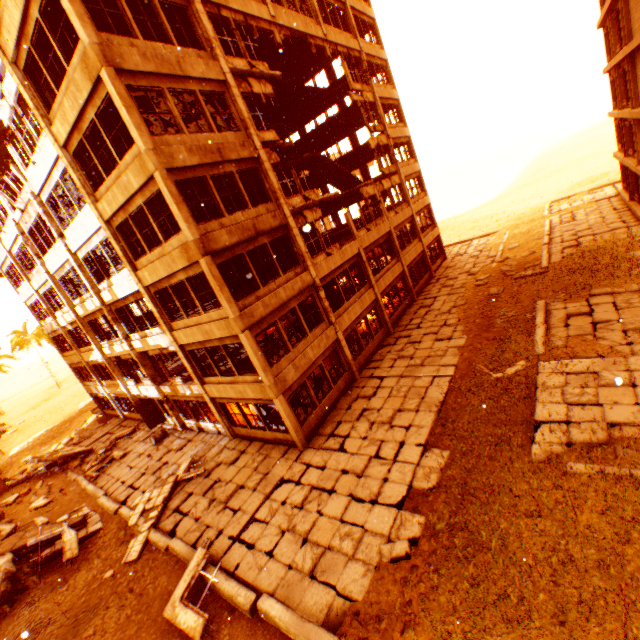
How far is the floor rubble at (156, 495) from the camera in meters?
12.0 m

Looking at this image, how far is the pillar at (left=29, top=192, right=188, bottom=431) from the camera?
16.0 meters

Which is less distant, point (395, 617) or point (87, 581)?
point (395, 617)

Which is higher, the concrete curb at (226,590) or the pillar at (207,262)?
the pillar at (207,262)

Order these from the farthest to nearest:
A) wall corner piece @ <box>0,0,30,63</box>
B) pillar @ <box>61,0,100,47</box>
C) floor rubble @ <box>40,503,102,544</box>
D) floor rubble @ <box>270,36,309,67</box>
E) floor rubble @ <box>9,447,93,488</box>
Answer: floor rubble @ <box>9,447,93,488</box> < floor rubble @ <box>270,36,309,67</box> < floor rubble @ <box>40,503,102,544</box> < wall corner piece @ <box>0,0,30,63</box> < pillar @ <box>61,0,100,47</box>

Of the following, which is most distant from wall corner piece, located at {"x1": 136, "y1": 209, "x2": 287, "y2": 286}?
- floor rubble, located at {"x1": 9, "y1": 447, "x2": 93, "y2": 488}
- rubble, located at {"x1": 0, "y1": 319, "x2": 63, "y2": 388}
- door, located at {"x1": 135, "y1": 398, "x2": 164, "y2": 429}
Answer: door, located at {"x1": 135, "y1": 398, "x2": 164, "y2": 429}

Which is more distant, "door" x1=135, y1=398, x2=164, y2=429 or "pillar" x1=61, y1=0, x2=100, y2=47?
"door" x1=135, y1=398, x2=164, y2=429

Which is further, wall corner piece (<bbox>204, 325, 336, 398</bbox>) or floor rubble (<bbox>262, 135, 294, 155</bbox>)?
floor rubble (<bbox>262, 135, 294, 155</bbox>)
